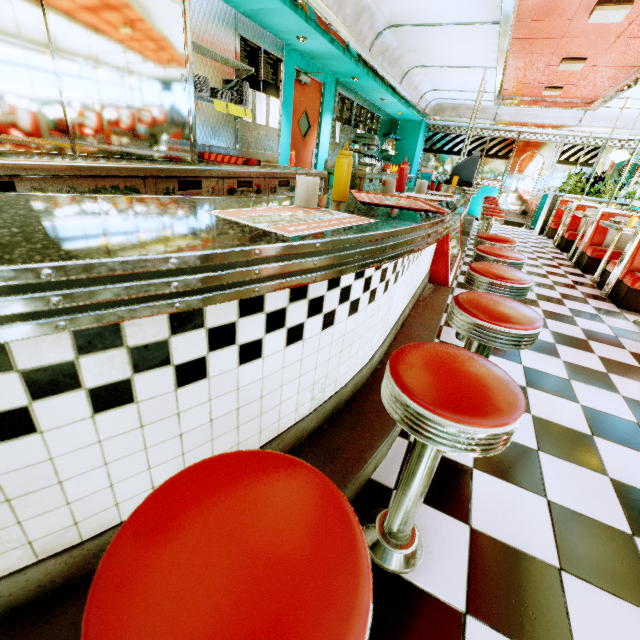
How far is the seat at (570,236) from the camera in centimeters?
733cm

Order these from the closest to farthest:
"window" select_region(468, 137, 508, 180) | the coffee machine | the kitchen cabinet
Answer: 1. the kitchen cabinet
2. the coffee machine
3. "window" select_region(468, 137, 508, 180)

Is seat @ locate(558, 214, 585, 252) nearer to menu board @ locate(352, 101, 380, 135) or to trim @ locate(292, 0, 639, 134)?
trim @ locate(292, 0, 639, 134)

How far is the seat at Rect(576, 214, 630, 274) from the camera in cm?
566

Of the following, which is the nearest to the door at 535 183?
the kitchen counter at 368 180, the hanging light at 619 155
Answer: the hanging light at 619 155

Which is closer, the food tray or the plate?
the food tray

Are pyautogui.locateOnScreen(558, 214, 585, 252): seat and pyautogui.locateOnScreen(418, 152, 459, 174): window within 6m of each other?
yes

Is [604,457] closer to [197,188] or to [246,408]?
[246,408]
